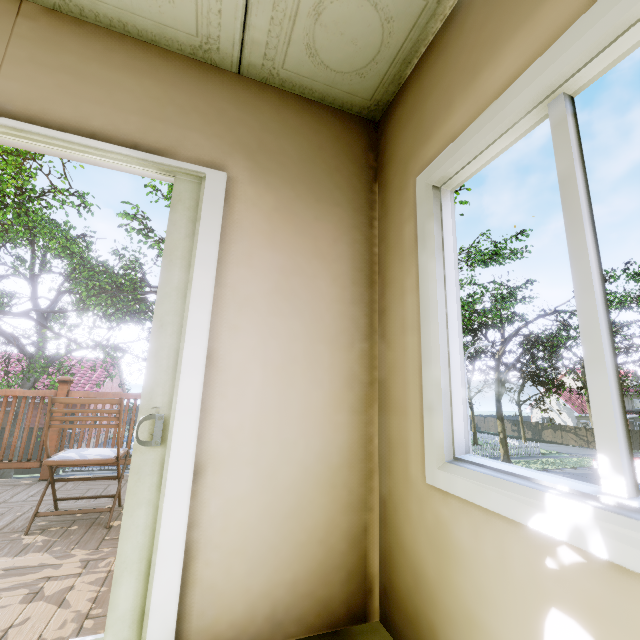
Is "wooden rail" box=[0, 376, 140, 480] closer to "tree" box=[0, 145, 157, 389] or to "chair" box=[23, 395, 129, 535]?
"chair" box=[23, 395, 129, 535]

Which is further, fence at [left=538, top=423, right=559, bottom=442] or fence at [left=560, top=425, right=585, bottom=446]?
fence at [left=538, top=423, right=559, bottom=442]

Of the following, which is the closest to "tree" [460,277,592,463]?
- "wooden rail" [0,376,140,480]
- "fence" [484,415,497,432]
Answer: "fence" [484,415,497,432]

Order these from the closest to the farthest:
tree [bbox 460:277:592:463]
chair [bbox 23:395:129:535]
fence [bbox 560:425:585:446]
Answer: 1. chair [bbox 23:395:129:535]
2. tree [bbox 460:277:592:463]
3. fence [bbox 560:425:585:446]

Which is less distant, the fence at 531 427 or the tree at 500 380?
the tree at 500 380

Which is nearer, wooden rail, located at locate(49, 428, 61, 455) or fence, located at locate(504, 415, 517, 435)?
wooden rail, located at locate(49, 428, 61, 455)

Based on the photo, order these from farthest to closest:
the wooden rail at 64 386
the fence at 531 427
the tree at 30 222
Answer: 1. the fence at 531 427
2. the tree at 30 222
3. the wooden rail at 64 386

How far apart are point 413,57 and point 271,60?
0.8m
